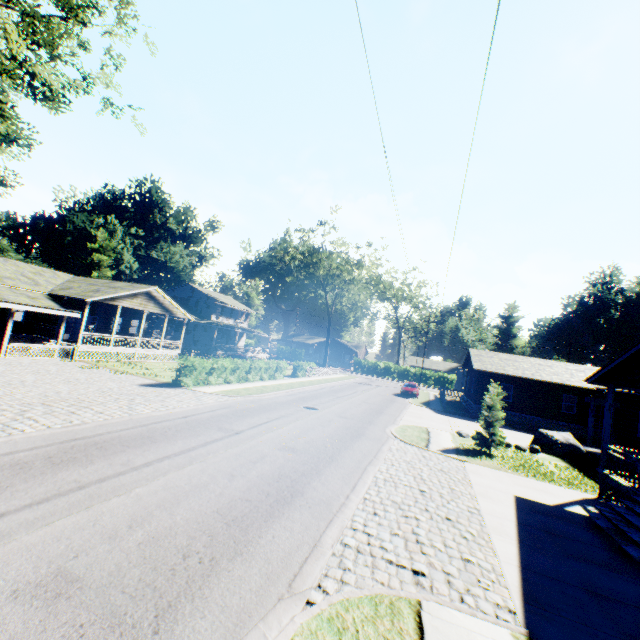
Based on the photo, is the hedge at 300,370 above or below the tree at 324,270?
below

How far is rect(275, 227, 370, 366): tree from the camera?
45.3 meters

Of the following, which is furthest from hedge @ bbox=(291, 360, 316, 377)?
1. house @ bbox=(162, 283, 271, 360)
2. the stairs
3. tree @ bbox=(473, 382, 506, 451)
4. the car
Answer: the stairs

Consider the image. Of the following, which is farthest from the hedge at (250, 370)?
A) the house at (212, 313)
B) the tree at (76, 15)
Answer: the tree at (76, 15)

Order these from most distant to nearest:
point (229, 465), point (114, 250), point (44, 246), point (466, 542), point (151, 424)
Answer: point (114, 250) < point (44, 246) < point (151, 424) < point (229, 465) < point (466, 542)

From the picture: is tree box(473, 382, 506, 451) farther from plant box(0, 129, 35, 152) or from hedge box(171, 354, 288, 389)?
plant box(0, 129, 35, 152)

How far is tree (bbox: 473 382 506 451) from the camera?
16.52m

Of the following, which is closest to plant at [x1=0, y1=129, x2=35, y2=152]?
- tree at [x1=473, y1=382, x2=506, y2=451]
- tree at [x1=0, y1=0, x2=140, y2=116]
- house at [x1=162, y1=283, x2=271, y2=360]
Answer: tree at [x1=0, y1=0, x2=140, y2=116]
